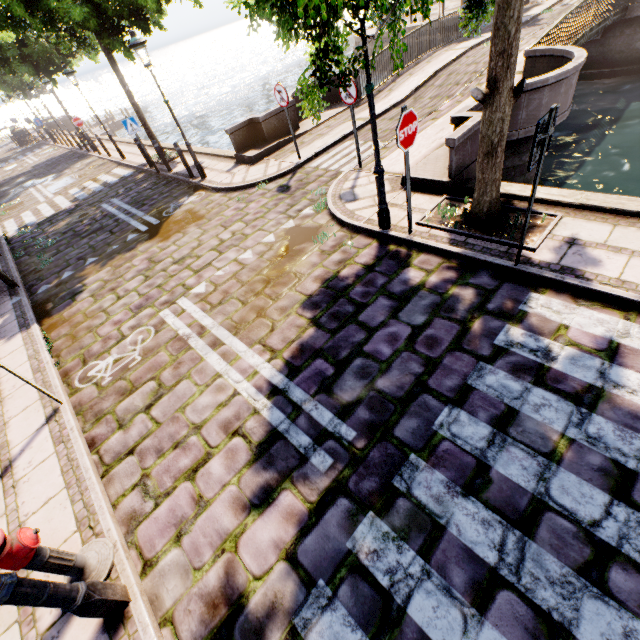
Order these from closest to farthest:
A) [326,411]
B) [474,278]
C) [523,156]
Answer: [326,411] → [474,278] → [523,156]

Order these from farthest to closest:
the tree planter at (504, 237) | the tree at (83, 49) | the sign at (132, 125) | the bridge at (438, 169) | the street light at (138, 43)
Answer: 1. the sign at (132, 125)
2. the tree at (83, 49)
3. the street light at (138, 43)
4. the bridge at (438, 169)
5. the tree planter at (504, 237)

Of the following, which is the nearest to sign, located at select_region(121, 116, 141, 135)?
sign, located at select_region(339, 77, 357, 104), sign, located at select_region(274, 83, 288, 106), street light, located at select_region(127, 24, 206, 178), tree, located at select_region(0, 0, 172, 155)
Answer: tree, located at select_region(0, 0, 172, 155)

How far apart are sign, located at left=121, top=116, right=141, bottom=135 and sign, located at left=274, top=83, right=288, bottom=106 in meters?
6.1 m

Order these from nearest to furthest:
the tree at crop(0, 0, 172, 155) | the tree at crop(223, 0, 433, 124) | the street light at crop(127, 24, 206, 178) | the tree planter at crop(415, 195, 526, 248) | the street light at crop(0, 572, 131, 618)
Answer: the street light at crop(0, 572, 131, 618) → the tree at crop(223, 0, 433, 124) → the tree planter at crop(415, 195, 526, 248) → the street light at crop(127, 24, 206, 178) → the tree at crop(0, 0, 172, 155)

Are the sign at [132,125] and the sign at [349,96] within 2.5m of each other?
no

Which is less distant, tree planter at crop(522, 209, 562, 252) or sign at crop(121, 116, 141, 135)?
tree planter at crop(522, 209, 562, 252)

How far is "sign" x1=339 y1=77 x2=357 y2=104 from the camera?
6.9 meters
